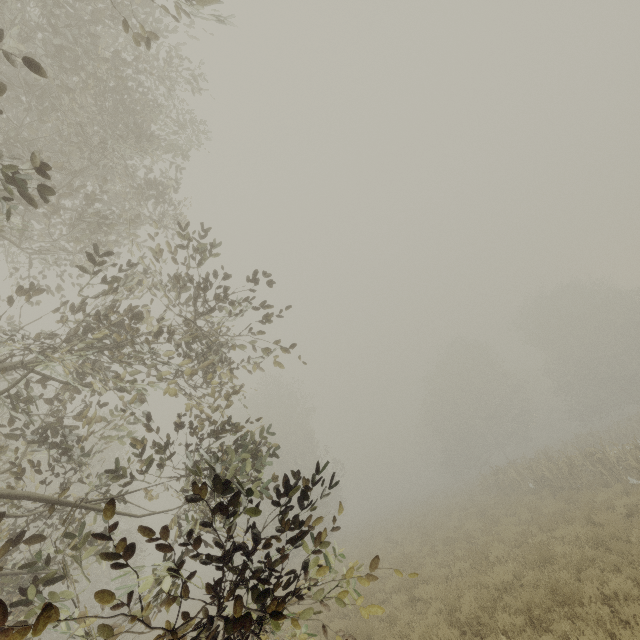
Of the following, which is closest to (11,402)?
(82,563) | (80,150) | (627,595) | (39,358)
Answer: (39,358)
